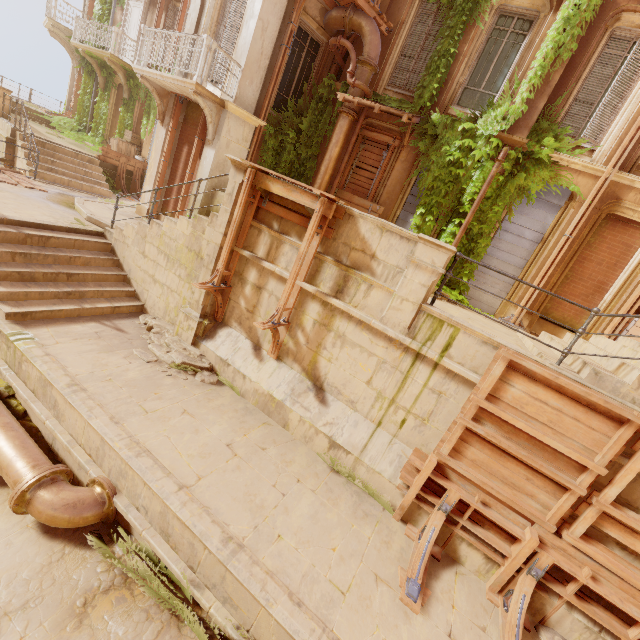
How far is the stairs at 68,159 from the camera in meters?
11.9 m

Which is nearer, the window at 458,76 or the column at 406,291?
the column at 406,291

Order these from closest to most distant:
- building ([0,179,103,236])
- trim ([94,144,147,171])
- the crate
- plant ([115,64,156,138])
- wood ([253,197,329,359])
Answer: wood ([253,197,329,359]) < building ([0,179,103,236]) < trim ([94,144,147,171]) < the crate < plant ([115,64,156,138])

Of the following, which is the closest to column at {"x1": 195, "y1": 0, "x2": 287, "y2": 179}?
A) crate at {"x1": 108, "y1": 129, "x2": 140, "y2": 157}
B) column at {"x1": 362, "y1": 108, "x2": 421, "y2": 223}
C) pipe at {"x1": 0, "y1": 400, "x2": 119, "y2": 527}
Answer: column at {"x1": 362, "y1": 108, "x2": 421, "y2": 223}

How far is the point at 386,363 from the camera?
6.02m

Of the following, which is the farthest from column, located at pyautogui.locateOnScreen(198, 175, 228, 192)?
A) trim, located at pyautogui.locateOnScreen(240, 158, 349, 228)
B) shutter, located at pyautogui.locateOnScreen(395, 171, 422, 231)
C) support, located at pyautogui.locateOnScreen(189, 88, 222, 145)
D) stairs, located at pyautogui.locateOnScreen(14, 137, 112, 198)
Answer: shutter, located at pyautogui.locateOnScreen(395, 171, 422, 231)

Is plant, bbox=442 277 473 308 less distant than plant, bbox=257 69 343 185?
Yes

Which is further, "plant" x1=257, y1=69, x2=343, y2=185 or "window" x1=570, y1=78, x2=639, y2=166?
"plant" x1=257, y1=69, x2=343, y2=185
